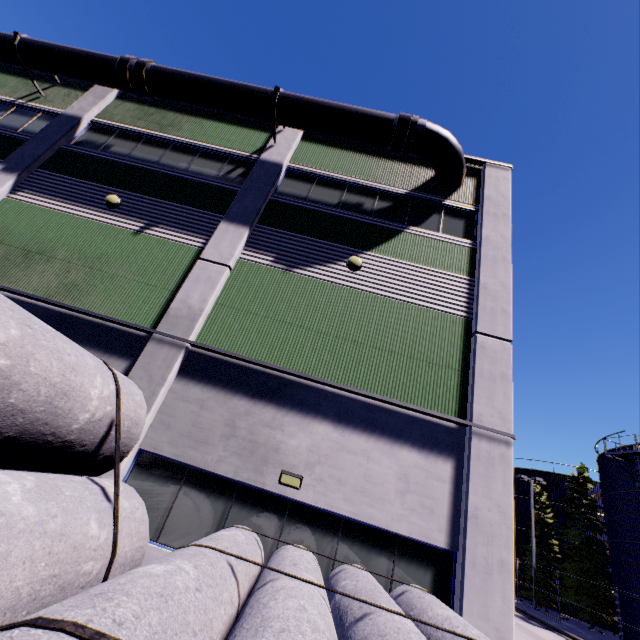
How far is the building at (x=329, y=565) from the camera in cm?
621

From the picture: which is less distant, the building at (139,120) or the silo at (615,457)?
the building at (139,120)

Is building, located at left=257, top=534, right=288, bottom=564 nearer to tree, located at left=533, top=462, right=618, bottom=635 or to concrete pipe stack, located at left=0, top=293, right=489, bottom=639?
concrete pipe stack, located at left=0, top=293, right=489, bottom=639

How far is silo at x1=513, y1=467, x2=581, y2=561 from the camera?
33.2m

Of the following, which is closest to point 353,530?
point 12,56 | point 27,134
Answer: point 27,134

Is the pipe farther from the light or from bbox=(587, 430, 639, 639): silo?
the light

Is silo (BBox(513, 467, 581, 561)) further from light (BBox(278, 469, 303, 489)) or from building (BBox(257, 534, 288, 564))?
light (BBox(278, 469, 303, 489))

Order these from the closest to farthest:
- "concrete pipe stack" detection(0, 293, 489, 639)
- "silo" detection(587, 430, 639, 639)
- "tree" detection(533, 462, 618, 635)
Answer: "concrete pipe stack" detection(0, 293, 489, 639), "silo" detection(587, 430, 639, 639), "tree" detection(533, 462, 618, 635)
